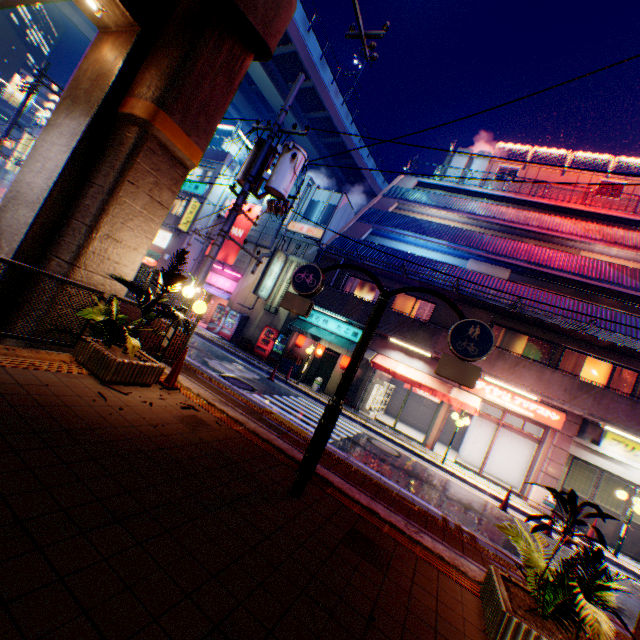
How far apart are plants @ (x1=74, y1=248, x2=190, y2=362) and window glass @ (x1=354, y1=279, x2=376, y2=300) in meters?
12.7

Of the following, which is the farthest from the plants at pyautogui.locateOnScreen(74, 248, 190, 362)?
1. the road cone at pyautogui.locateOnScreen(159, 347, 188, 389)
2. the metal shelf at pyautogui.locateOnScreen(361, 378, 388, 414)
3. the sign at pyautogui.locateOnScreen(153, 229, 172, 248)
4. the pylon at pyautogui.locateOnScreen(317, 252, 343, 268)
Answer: the sign at pyautogui.locateOnScreen(153, 229, 172, 248)

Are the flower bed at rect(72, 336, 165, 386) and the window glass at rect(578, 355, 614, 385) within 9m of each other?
no

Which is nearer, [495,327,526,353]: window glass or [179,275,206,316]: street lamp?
[179,275,206,316]: street lamp

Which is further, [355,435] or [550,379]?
[550,379]

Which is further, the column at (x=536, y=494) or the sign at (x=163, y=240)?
the sign at (x=163, y=240)

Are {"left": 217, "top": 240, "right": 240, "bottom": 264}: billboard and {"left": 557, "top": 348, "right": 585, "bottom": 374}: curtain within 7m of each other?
no

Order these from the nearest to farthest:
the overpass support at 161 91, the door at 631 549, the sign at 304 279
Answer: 1. the sign at 304 279
2. the overpass support at 161 91
3. the door at 631 549
